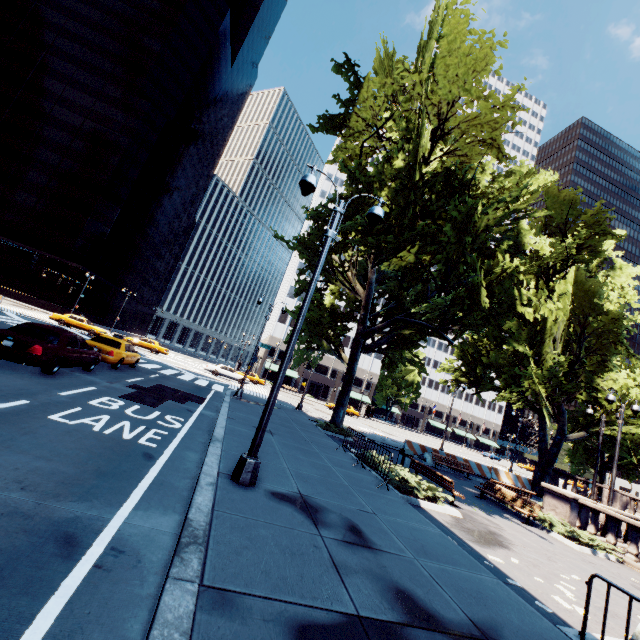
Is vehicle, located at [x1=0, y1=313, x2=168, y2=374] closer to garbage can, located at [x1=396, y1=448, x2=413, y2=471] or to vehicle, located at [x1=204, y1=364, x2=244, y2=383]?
garbage can, located at [x1=396, y1=448, x2=413, y2=471]

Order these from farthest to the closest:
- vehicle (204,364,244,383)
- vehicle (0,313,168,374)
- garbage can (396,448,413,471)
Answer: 1. vehicle (204,364,244,383)
2. garbage can (396,448,413,471)
3. vehicle (0,313,168,374)

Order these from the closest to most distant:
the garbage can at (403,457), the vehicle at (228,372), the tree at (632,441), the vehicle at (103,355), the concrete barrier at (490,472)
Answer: the vehicle at (103,355)
the garbage can at (403,457)
the tree at (632,441)
the concrete barrier at (490,472)
the vehicle at (228,372)

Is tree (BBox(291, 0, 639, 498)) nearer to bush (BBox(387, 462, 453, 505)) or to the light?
the light

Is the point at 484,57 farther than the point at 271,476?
Yes

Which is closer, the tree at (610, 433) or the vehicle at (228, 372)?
the tree at (610, 433)

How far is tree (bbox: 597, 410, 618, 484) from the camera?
23.3 meters

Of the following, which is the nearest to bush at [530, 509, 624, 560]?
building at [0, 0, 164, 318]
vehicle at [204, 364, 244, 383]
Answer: vehicle at [204, 364, 244, 383]
